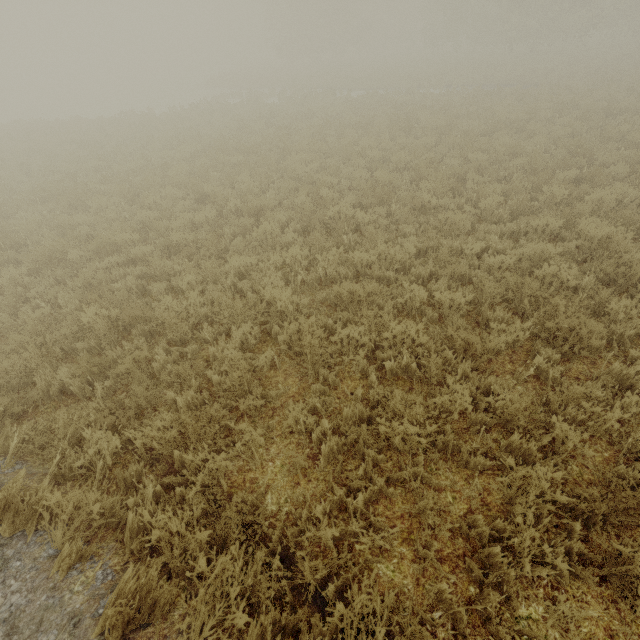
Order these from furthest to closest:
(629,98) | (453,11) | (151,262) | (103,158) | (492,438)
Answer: (453,11) < (629,98) < (103,158) < (151,262) < (492,438)
